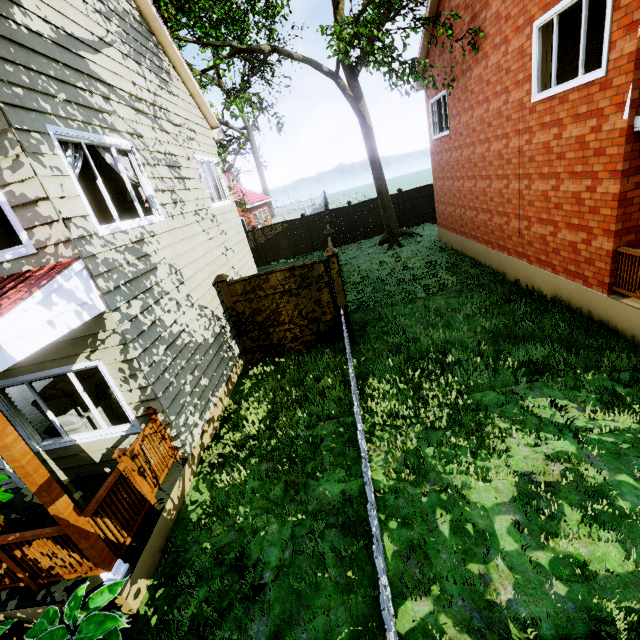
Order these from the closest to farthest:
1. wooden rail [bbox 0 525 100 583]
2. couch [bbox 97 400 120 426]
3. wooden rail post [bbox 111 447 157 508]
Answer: wooden rail [bbox 0 525 100 583]
wooden rail post [bbox 111 447 157 508]
couch [bbox 97 400 120 426]

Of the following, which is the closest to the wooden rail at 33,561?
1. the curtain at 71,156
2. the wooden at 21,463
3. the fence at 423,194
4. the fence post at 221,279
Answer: the wooden at 21,463

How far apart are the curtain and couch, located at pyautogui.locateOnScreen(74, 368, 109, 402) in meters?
Answer: 4.5 m

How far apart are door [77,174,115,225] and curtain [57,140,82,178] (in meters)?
2.53

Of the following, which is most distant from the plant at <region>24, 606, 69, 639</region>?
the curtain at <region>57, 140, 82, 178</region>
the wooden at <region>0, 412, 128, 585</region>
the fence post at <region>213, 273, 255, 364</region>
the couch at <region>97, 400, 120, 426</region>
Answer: the fence post at <region>213, 273, 255, 364</region>

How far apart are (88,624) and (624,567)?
5.33m

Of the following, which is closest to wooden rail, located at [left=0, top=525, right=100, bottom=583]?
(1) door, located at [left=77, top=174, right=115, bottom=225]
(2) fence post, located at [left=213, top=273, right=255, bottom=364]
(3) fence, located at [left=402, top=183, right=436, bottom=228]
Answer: (3) fence, located at [left=402, top=183, right=436, bottom=228]

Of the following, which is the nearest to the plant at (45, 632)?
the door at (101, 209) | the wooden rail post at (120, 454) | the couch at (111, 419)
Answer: the wooden rail post at (120, 454)
